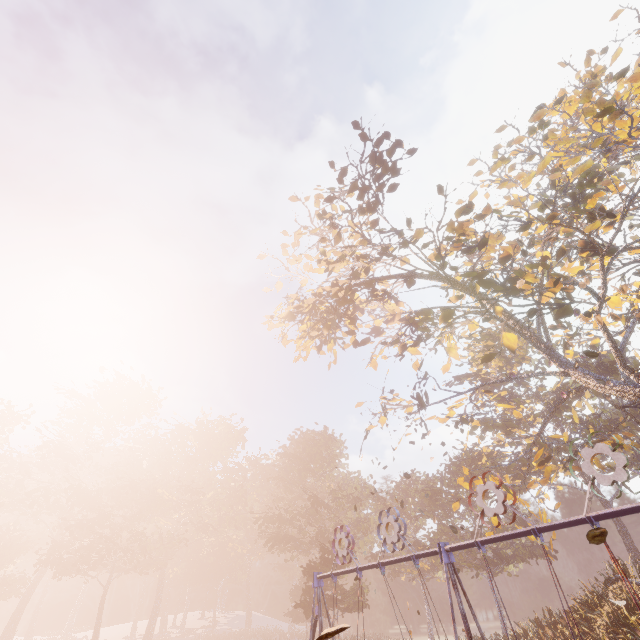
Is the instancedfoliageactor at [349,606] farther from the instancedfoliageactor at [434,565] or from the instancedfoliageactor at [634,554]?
the instancedfoliageactor at [634,554]

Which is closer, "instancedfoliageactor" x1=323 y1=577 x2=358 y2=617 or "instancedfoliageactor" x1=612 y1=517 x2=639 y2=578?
"instancedfoliageactor" x1=612 y1=517 x2=639 y2=578

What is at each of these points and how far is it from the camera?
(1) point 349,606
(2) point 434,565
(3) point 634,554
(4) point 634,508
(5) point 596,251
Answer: (1) instancedfoliageactor, 29.5 meters
(2) instancedfoliageactor, 42.9 meters
(3) instancedfoliageactor, 30.0 meters
(4) swing, 5.5 meters
(5) tree, 16.3 meters

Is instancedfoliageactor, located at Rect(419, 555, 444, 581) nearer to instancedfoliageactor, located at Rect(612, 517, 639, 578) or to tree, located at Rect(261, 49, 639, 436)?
instancedfoliageactor, located at Rect(612, 517, 639, 578)

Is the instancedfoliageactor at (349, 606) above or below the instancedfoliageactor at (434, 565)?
below

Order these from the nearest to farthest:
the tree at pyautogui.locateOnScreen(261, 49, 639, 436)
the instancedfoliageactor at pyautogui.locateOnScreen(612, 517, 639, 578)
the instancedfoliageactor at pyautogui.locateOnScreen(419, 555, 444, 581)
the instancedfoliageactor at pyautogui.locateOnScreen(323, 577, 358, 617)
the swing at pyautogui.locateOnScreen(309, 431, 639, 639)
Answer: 1. the swing at pyautogui.locateOnScreen(309, 431, 639, 639)
2. the tree at pyautogui.locateOnScreen(261, 49, 639, 436)
3. the instancedfoliageactor at pyautogui.locateOnScreen(612, 517, 639, 578)
4. the instancedfoliageactor at pyautogui.locateOnScreen(323, 577, 358, 617)
5. the instancedfoliageactor at pyautogui.locateOnScreen(419, 555, 444, 581)

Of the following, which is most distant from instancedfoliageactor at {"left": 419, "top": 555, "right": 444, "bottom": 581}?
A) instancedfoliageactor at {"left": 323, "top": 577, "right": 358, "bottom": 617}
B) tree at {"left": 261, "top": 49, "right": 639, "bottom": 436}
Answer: tree at {"left": 261, "top": 49, "right": 639, "bottom": 436}

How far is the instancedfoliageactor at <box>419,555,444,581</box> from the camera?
40.9 meters
